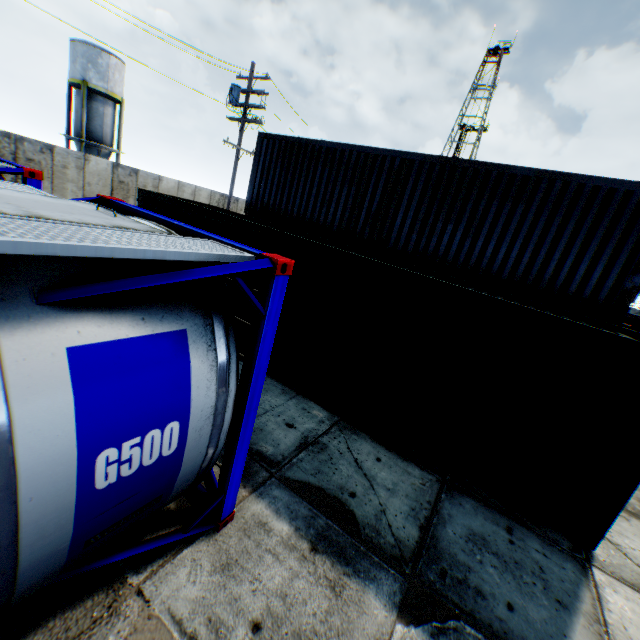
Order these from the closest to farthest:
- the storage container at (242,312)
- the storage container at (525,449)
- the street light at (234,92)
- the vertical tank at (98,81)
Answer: the storage container at (525,449)
the storage container at (242,312)
the street light at (234,92)
the vertical tank at (98,81)

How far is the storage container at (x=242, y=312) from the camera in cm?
766

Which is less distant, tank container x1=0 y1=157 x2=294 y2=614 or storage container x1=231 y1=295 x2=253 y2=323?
tank container x1=0 y1=157 x2=294 y2=614

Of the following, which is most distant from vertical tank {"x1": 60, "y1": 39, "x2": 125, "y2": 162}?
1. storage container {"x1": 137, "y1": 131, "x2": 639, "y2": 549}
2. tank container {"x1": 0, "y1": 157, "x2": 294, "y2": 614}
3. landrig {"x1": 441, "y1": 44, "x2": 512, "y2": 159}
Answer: landrig {"x1": 441, "y1": 44, "x2": 512, "y2": 159}

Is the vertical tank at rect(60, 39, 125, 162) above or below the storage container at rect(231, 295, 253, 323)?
above

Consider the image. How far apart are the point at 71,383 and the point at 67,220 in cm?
110

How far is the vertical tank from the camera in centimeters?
2745cm

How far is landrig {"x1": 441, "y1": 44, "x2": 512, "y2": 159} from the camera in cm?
4981
